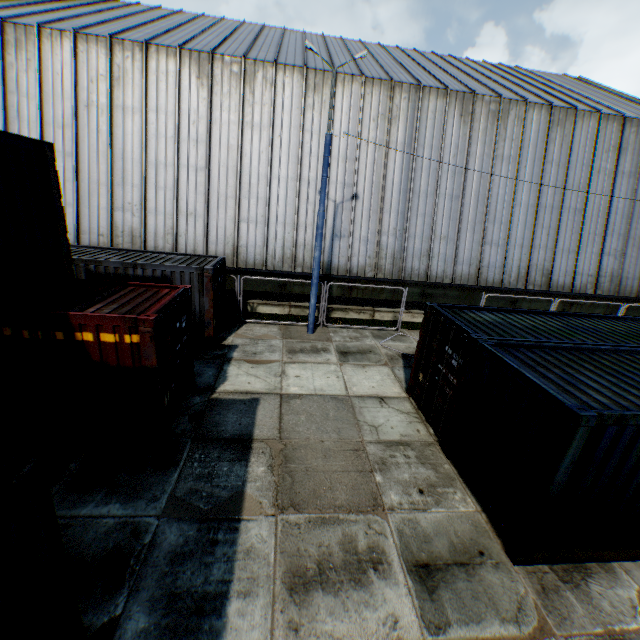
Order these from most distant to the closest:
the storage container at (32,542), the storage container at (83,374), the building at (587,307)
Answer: the building at (587,307), the storage container at (83,374), the storage container at (32,542)

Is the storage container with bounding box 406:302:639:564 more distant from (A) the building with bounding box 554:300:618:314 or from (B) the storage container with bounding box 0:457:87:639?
(A) the building with bounding box 554:300:618:314

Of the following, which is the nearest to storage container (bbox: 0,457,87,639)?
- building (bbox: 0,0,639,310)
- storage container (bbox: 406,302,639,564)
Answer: storage container (bbox: 406,302,639,564)

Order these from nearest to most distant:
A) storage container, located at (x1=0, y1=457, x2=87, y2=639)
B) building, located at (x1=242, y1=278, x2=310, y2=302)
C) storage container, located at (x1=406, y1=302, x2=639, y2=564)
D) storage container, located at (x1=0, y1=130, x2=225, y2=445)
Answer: storage container, located at (x1=0, y1=457, x2=87, y2=639)
storage container, located at (x1=406, y1=302, x2=639, y2=564)
storage container, located at (x1=0, y1=130, x2=225, y2=445)
building, located at (x1=242, y1=278, x2=310, y2=302)

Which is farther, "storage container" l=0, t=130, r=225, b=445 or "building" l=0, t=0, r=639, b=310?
"building" l=0, t=0, r=639, b=310

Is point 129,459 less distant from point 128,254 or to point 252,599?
point 252,599

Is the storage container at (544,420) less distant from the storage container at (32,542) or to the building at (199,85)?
the storage container at (32,542)

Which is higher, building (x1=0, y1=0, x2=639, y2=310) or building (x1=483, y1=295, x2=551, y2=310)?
building (x1=0, y1=0, x2=639, y2=310)
